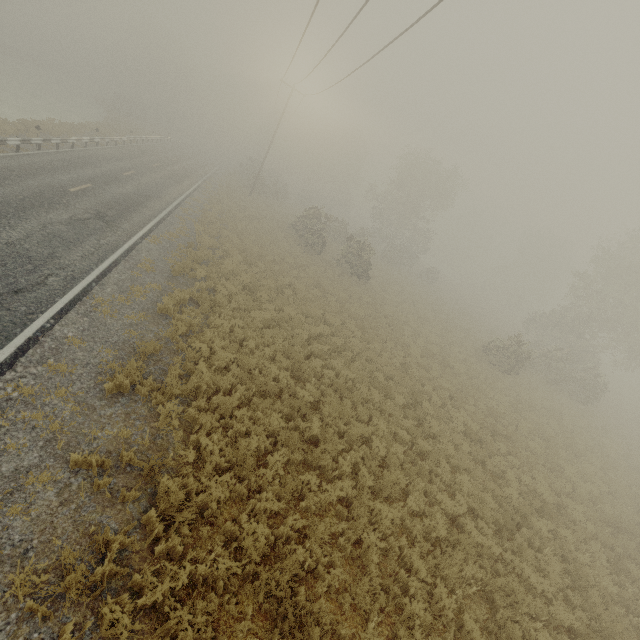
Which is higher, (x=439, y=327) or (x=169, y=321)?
(x=439, y=327)
